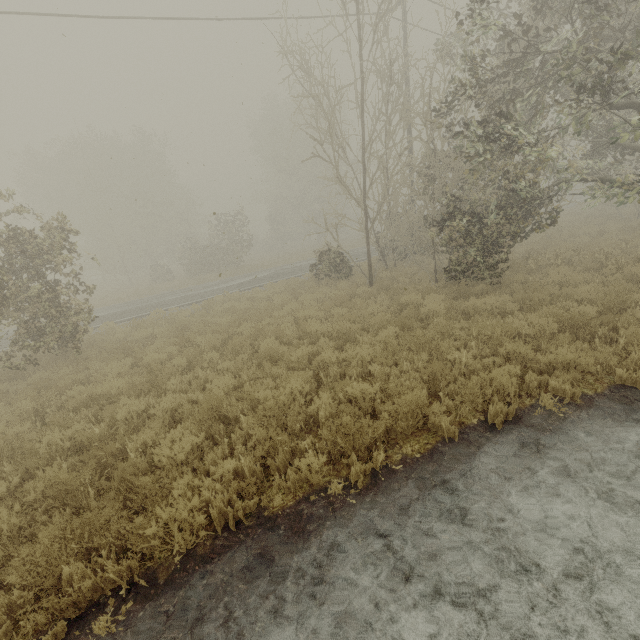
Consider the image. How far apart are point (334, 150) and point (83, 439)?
11.2 meters

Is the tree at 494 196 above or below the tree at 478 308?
above

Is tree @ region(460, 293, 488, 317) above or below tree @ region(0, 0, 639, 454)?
below

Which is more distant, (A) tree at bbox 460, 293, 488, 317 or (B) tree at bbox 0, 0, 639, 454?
(A) tree at bbox 460, 293, 488, 317

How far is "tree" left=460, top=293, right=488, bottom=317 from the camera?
8.7 meters

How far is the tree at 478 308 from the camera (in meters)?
8.69
